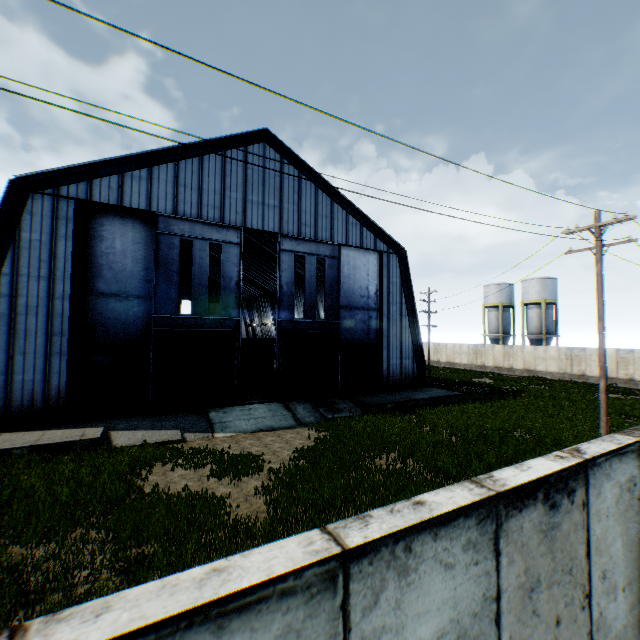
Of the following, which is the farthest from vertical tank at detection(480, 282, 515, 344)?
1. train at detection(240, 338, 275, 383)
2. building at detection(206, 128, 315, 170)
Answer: train at detection(240, 338, 275, 383)

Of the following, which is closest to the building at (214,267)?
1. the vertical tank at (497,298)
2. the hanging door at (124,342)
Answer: the hanging door at (124,342)

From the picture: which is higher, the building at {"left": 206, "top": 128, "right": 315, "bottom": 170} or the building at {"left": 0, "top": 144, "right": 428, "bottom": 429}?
the building at {"left": 206, "top": 128, "right": 315, "bottom": 170}

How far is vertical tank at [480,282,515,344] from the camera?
47.1m

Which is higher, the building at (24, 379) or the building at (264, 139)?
the building at (264, 139)

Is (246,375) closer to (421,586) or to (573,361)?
(421,586)

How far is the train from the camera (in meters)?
27.03
